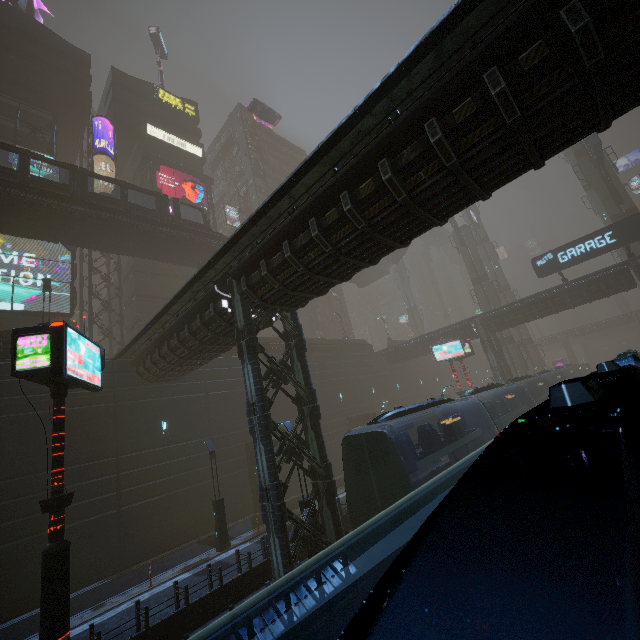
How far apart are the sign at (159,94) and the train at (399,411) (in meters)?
54.86

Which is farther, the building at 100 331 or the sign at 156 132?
the sign at 156 132

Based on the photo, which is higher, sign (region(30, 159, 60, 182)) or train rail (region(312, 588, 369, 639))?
sign (region(30, 159, 60, 182))

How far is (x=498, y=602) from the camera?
0.5m

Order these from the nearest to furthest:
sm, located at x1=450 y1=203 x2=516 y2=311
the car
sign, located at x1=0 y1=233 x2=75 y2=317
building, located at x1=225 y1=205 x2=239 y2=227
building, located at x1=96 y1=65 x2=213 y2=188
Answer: sign, located at x1=0 y1=233 x2=75 y2=317 → the car → building, located at x1=96 y1=65 x2=213 y2=188 → sm, located at x1=450 y1=203 x2=516 y2=311 → building, located at x1=225 y1=205 x2=239 y2=227

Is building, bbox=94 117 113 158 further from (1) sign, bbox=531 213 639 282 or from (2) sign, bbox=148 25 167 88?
(2) sign, bbox=148 25 167 88

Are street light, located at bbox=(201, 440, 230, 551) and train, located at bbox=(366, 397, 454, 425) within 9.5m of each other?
no

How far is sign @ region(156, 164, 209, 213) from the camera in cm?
3945
